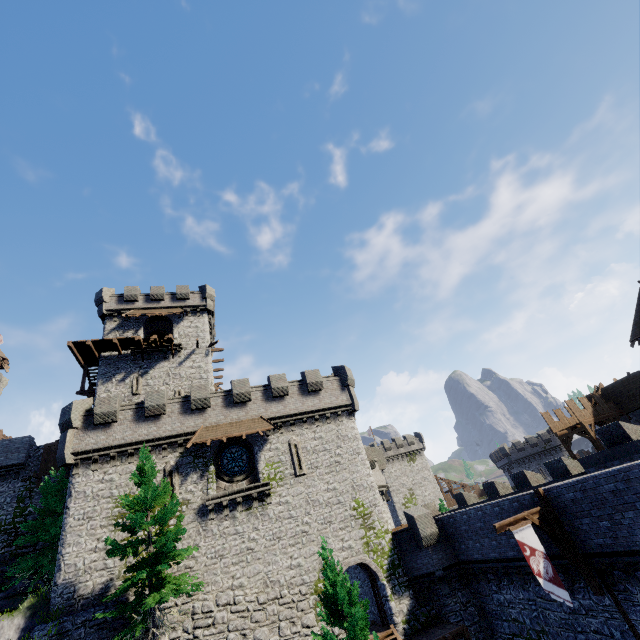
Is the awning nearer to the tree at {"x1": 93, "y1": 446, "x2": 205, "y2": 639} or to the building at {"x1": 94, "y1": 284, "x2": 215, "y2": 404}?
the tree at {"x1": 93, "y1": 446, "x2": 205, "y2": 639}

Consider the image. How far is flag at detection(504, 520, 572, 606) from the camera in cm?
1254

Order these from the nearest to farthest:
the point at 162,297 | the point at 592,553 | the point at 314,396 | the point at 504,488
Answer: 1. the point at 592,553
2. the point at 504,488
3. the point at 314,396
4. the point at 162,297

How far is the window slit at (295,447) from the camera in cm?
2294

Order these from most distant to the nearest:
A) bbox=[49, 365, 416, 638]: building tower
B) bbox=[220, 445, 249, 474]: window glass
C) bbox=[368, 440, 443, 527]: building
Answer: bbox=[368, 440, 443, 527]: building < bbox=[220, 445, 249, 474]: window glass < bbox=[49, 365, 416, 638]: building tower

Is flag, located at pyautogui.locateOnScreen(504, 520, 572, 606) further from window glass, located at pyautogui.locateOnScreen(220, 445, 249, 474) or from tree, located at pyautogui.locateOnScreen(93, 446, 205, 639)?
window glass, located at pyautogui.locateOnScreen(220, 445, 249, 474)

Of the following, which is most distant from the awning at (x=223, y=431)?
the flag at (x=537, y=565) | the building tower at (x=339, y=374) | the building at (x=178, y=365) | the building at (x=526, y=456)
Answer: the building at (x=526, y=456)

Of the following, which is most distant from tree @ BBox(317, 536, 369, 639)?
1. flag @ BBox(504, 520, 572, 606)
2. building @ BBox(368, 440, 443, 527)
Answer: building @ BBox(368, 440, 443, 527)
